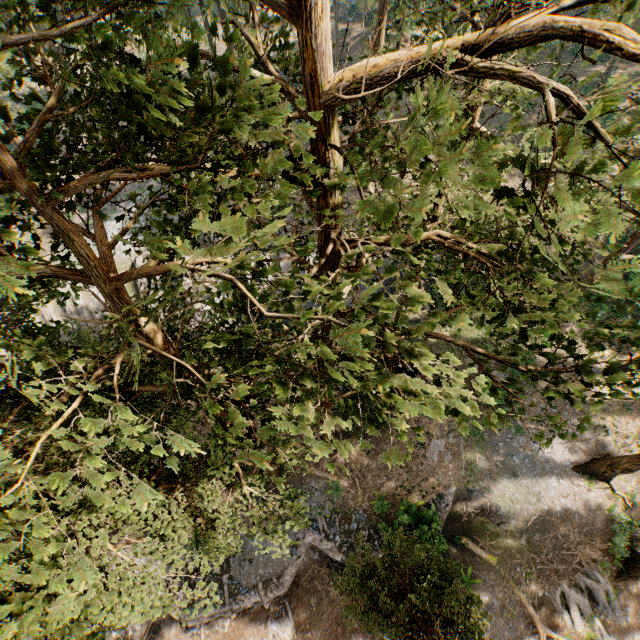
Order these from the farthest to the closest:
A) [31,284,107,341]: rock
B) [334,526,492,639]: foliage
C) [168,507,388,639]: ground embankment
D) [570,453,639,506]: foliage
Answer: [31,284,107,341]: rock → [168,507,388,639]: ground embankment → [570,453,639,506]: foliage → [334,526,492,639]: foliage

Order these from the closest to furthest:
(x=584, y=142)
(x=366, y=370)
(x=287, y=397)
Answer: (x=584, y=142)
(x=287, y=397)
(x=366, y=370)

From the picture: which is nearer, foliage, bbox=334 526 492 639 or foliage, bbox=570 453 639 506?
foliage, bbox=334 526 492 639

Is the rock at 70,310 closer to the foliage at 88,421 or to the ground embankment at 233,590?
the foliage at 88,421

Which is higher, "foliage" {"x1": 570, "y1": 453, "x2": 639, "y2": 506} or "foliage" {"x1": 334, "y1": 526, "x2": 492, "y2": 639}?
"foliage" {"x1": 334, "y1": 526, "x2": 492, "y2": 639}

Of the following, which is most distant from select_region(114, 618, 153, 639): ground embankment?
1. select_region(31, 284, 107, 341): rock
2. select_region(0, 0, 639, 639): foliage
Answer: select_region(31, 284, 107, 341): rock

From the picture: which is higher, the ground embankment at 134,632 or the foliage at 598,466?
the foliage at 598,466

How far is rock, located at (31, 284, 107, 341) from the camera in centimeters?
2553cm
